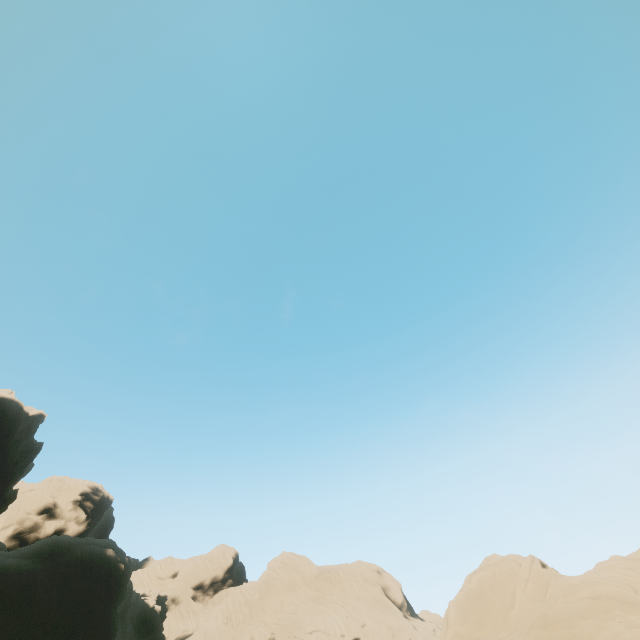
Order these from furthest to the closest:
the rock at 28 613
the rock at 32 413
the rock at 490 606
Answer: the rock at 32 413, the rock at 28 613, the rock at 490 606

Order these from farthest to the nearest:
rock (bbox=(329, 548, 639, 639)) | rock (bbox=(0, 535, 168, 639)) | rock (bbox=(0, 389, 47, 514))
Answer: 1. rock (bbox=(0, 389, 47, 514))
2. rock (bbox=(0, 535, 168, 639))
3. rock (bbox=(329, 548, 639, 639))

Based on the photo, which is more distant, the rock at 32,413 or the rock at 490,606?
the rock at 32,413

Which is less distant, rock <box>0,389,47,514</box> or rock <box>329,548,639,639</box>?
rock <box>329,548,639,639</box>

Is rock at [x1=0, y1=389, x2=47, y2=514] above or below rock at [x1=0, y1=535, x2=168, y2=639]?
above

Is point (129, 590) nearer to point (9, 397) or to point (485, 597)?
point (9, 397)
